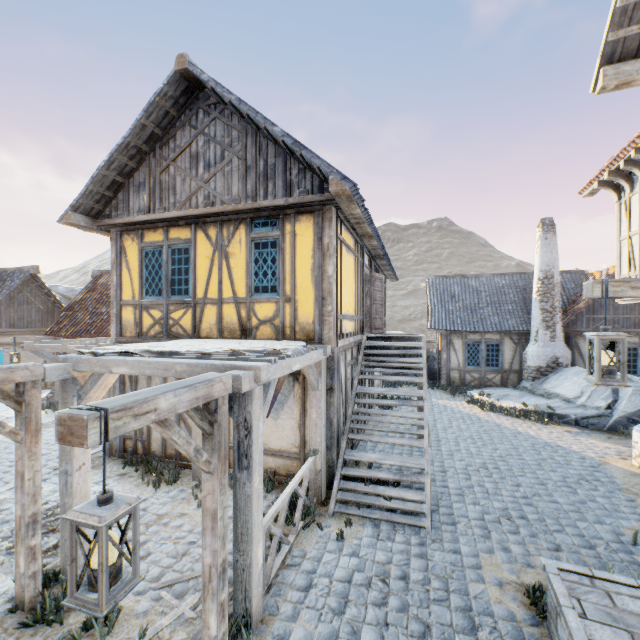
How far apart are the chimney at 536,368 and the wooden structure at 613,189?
7.4m

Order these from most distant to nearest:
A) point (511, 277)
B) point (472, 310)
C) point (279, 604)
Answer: point (511, 277)
point (472, 310)
point (279, 604)

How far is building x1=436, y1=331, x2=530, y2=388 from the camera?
15.5m

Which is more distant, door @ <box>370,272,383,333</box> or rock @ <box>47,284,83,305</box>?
rock @ <box>47,284,83,305</box>

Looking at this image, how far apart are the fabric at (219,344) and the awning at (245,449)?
0.01m

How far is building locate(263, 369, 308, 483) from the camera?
6.8 meters

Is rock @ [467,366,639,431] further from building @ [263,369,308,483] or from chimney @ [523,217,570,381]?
building @ [263,369,308,483]

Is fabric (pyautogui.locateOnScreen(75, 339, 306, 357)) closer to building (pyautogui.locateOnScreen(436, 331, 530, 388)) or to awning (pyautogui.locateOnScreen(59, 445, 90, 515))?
awning (pyautogui.locateOnScreen(59, 445, 90, 515))
